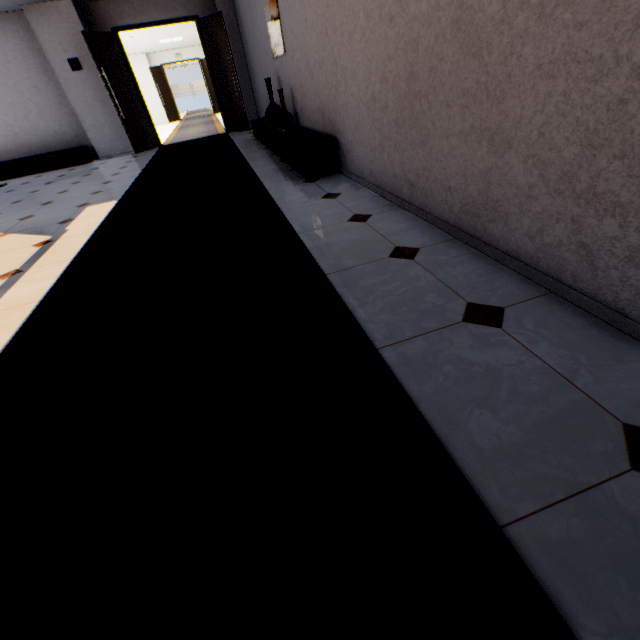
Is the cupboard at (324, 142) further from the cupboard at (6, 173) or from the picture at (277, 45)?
the cupboard at (6, 173)

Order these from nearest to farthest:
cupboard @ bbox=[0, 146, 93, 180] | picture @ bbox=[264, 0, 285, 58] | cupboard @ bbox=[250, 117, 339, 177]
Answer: cupboard @ bbox=[250, 117, 339, 177]
picture @ bbox=[264, 0, 285, 58]
cupboard @ bbox=[0, 146, 93, 180]

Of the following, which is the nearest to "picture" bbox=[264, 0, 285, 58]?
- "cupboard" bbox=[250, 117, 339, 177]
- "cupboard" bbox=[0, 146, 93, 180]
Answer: "cupboard" bbox=[250, 117, 339, 177]

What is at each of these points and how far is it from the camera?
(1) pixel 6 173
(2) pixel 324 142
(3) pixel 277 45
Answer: (1) cupboard, 8.1 meters
(2) cupboard, 3.7 meters
(3) picture, 5.0 meters

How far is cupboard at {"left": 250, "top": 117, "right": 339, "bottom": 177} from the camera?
3.8m

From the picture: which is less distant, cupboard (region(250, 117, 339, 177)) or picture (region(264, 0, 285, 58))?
cupboard (region(250, 117, 339, 177))

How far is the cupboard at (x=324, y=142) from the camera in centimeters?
376cm

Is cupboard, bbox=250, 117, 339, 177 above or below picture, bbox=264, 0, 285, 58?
below
